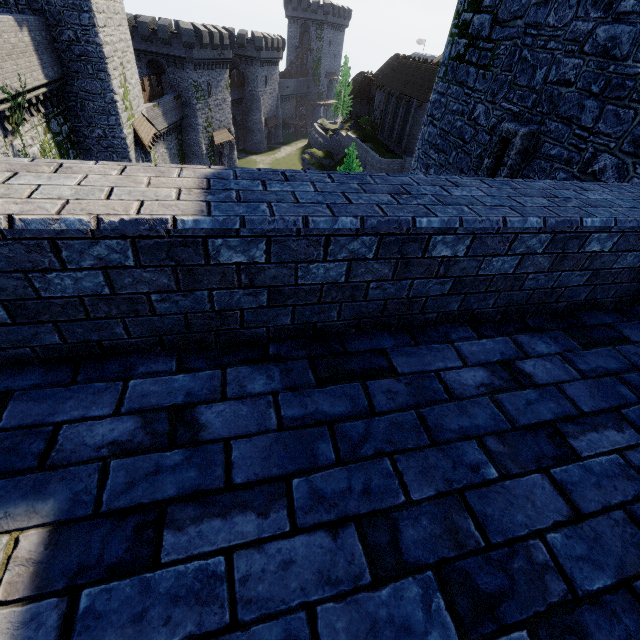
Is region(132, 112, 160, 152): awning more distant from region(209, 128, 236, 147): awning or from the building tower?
the building tower

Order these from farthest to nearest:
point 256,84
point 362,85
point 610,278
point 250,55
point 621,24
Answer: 1. point 256,84
2. point 362,85
3. point 250,55
4. point 621,24
5. point 610,278

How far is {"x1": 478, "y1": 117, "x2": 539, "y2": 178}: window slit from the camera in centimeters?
634cm

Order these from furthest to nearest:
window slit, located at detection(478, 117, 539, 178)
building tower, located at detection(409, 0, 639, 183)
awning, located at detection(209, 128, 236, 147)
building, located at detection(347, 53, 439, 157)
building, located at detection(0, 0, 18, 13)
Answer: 1. awning, located at detection(209, 128, 236, 147)
2. building, located at detection(347, 53, 439, 157)
3. building, located at detection(0, 0, 18, 13)
4. window slit, located at detection(478, 117, 539, 178)
5. building tower, located at detection(409, 0, 639, 183)

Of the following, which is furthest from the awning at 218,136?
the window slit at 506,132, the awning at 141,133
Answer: the window slit at 506,132

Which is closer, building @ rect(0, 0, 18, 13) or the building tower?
the building tower

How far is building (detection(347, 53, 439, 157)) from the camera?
36.9m

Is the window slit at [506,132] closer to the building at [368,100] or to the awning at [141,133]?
the awning at [141,133]
